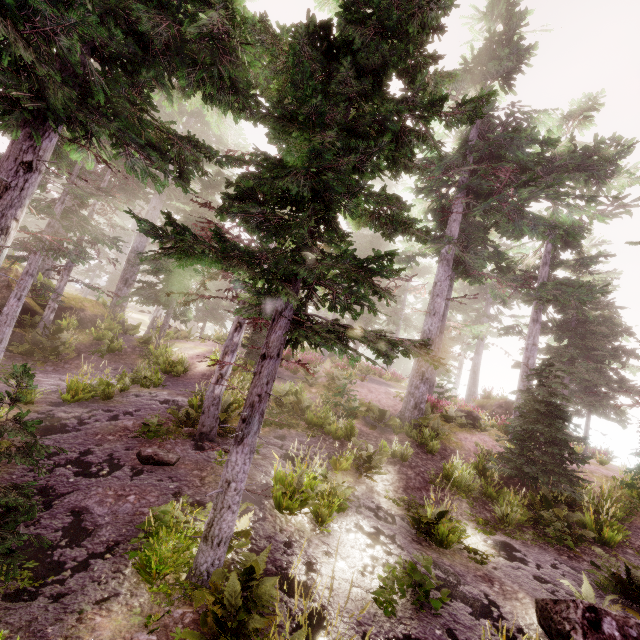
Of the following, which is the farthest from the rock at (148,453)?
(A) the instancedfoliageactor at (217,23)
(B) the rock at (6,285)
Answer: (B) the rock at (6,285)

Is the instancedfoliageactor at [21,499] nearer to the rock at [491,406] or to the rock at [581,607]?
the rock at [581,607]

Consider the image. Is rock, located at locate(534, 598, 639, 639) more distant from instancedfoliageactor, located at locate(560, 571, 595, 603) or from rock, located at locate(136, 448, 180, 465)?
rock, located at locate(136, 448, 180, 465)

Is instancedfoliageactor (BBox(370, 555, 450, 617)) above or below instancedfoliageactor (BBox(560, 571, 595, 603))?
below

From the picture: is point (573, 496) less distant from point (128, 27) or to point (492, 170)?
point (492, 170)

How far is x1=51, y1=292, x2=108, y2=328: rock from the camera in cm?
1733

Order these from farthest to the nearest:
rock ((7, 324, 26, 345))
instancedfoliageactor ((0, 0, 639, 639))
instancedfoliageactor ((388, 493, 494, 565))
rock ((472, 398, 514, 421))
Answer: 1. rock ((472, 398, 514, 421))
2. rock ((7, 324, 26, 345))
3. instancedfoliageactor ((388, 493, 494, 565))
4. instancedfoliageactor ((0, 0, 639, 639))

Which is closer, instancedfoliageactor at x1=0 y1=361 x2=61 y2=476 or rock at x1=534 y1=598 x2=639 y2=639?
instancedfoliageactor at x1=0 y1=361 x2=61 y2=476
